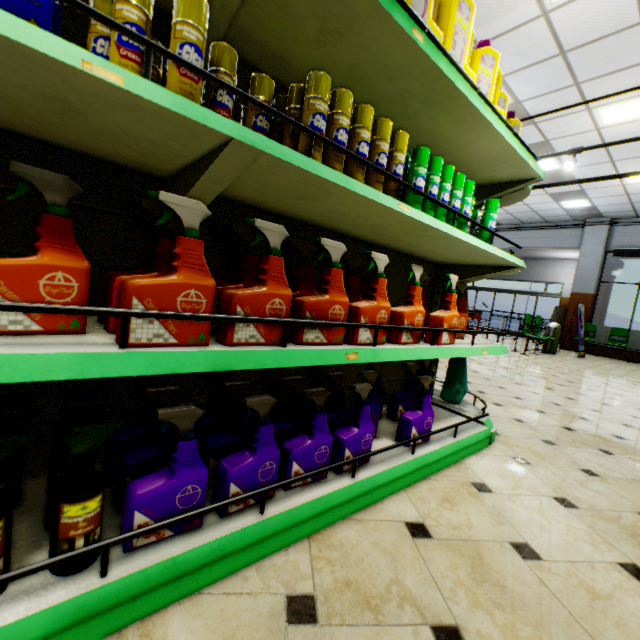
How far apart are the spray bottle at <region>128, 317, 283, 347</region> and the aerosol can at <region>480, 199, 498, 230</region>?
1.6m

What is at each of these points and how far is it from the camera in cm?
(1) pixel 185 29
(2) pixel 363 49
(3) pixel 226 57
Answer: (1) aerosol can, 80
(2) shelf, 122
(3) aerosol can, 97

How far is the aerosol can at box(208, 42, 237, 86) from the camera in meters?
1.0

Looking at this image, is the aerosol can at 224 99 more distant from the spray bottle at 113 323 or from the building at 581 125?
the building at 581 125

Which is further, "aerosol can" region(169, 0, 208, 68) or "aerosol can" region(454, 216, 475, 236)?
"aerosol can" region(454, 216, 475, 236)

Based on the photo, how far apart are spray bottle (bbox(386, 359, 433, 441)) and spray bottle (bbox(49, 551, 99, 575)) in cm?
115

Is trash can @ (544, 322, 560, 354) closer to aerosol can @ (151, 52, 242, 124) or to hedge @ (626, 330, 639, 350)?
hedge @ (626, 330, 639, 350)

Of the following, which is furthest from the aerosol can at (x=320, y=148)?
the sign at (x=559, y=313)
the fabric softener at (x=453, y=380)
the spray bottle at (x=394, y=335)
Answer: the sign at (x=559, y=313)
